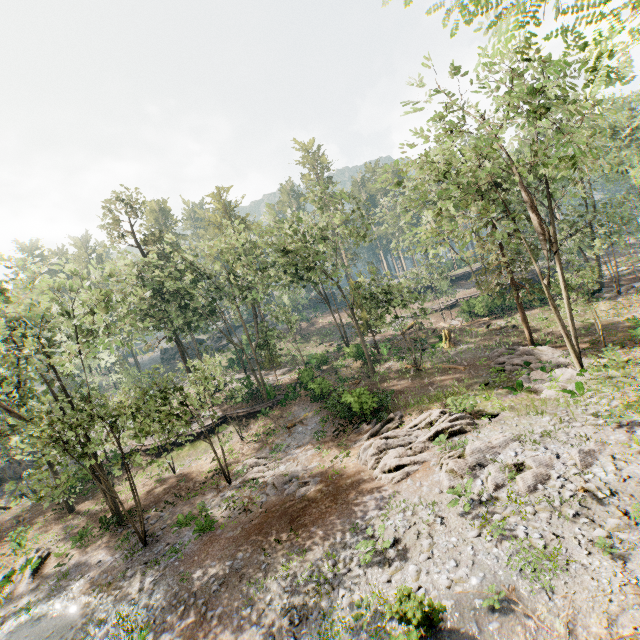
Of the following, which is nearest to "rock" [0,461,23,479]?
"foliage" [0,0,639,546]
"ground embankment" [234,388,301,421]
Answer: "foliage" [0,0,639,546]

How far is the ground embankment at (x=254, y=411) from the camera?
32.34m

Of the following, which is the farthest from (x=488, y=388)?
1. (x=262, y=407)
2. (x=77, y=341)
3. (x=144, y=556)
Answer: (x=77, y=341)

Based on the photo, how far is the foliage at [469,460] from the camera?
12.5 meters

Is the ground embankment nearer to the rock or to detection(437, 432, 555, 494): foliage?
detection(437, 432, 555, 494): foliage

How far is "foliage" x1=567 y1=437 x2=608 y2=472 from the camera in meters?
12.4

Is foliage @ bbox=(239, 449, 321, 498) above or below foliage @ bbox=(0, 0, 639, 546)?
below
